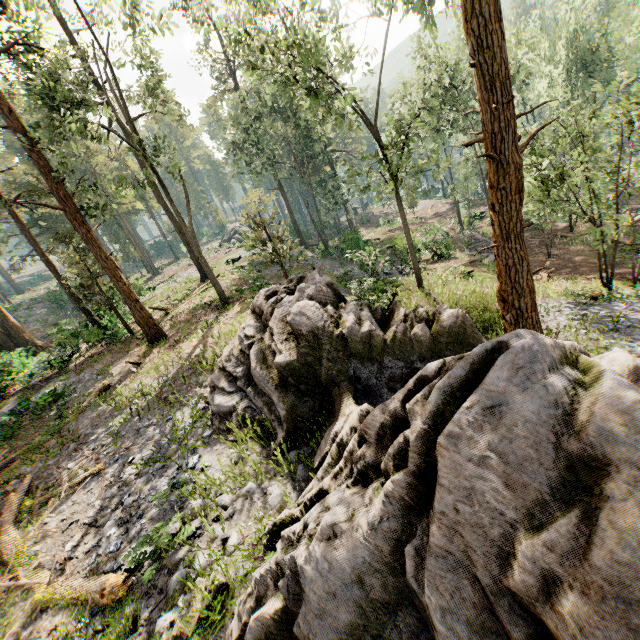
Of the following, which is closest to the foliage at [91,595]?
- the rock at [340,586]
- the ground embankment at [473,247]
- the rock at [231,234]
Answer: the rock at [340,586]

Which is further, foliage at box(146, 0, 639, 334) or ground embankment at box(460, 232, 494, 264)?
ground embankment at box(460, 232, 494, 264)

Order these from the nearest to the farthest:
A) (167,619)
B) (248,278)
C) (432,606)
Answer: (432,606), (167,619), (248,278)

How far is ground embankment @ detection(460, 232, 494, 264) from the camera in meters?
25.1 m

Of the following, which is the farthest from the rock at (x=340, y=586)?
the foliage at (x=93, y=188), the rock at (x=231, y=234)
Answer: the rock at (x=231, y=234)

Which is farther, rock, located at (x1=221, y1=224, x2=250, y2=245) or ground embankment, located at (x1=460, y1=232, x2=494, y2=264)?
rock, located at (x1=221, y1=224, x2=250, y2=245)

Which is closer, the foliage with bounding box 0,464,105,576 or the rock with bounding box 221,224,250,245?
the foliage with bounding box 0,464,105,576

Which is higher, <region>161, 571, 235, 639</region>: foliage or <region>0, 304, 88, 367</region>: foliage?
<region>0, 304, 88, 367</region>: foliage
